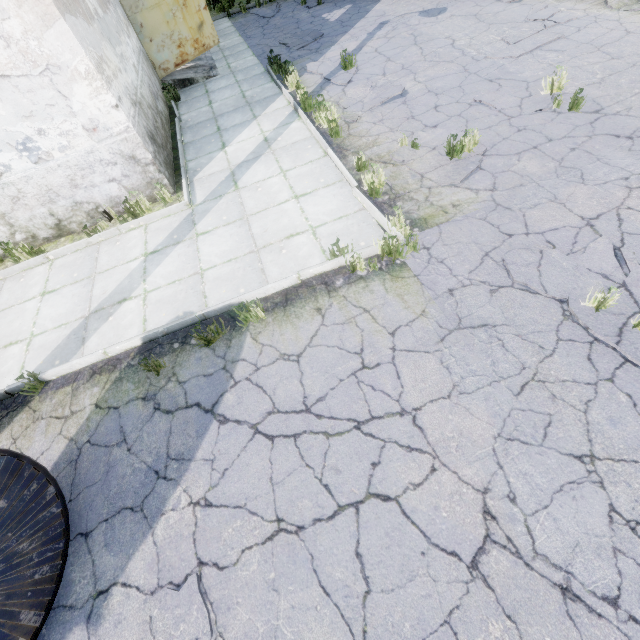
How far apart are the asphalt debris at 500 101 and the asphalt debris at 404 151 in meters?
1.1

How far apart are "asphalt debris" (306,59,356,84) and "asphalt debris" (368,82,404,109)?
0.53m

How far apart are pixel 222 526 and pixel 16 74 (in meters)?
7.06

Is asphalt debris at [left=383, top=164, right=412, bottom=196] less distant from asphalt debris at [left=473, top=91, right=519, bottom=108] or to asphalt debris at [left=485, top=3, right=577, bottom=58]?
asphalt debris at [left=473, top=91, right=519, bottom=108]

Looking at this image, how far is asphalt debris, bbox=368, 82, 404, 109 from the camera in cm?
721

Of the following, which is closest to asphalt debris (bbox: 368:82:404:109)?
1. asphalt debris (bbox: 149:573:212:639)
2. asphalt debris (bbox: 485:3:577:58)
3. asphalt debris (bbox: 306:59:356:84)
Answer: asphalt debris (bbox: 306:59:356:84)

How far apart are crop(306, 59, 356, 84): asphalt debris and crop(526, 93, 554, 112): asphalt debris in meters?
4.3

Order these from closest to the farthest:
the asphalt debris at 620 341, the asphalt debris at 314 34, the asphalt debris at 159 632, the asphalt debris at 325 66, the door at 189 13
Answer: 1. the asphalt debris at 159 632
2. the asphalt debris at 620 341
3. the asphalt debris at 325 66
4. the door at 189 13
5. the asphalt debris at 314 34
